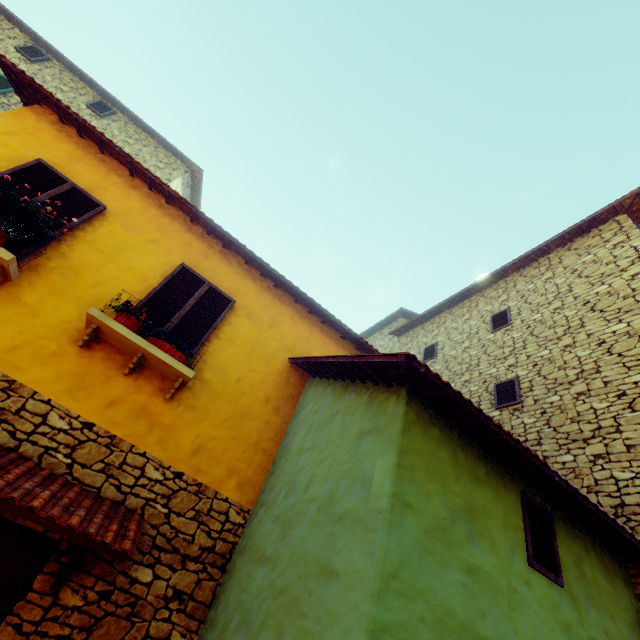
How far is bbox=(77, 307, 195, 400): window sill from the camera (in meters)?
4.09

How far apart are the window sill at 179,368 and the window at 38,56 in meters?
12.6 m

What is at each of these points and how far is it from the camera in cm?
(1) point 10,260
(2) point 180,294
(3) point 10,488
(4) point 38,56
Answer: (1) window sill, 379
(2) window, 522
(3) door eaves, 289
(4) window, 1096

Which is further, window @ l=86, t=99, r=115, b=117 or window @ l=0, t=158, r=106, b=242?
window @ l=86, t=99, r=115, b=117

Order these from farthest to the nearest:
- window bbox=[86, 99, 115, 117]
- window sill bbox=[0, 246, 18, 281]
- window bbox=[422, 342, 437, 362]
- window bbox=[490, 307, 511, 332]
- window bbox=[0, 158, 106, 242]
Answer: window bbox=[86, 99, 115, 117]
window bbox=[422, 342, 437, 362]
window bbox=[490, 307, 511, 332]
window bbox=[0, 158, 106, 242]
window sill bbox=[0, 246, 18, 281]

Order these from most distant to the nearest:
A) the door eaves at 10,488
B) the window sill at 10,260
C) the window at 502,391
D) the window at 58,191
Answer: the window at 502,391
the window at 58,191
the window sill at 10,260
the door eaves at 10,488

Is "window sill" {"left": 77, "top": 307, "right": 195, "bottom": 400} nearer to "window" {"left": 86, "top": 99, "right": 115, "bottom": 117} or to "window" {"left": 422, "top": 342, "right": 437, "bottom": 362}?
"window" {"left": 422, "top": 342, "right": 437, "bottom": 362}

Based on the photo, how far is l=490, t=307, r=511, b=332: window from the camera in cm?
881
